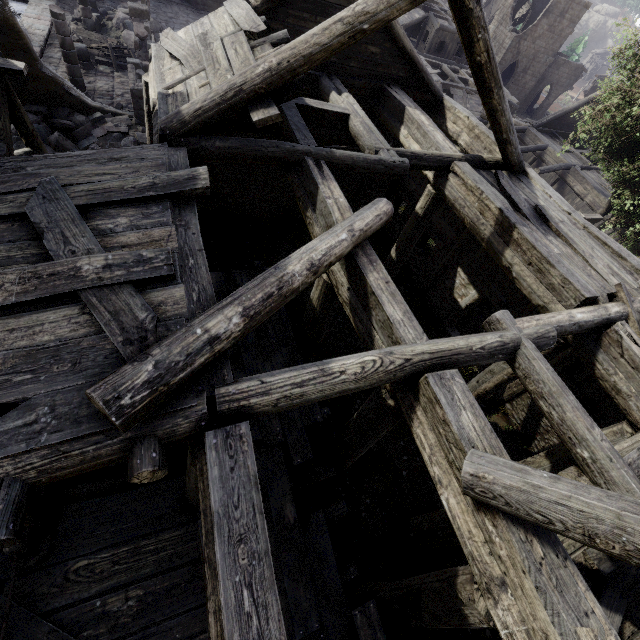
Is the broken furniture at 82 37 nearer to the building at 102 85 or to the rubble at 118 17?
the building at 102 85

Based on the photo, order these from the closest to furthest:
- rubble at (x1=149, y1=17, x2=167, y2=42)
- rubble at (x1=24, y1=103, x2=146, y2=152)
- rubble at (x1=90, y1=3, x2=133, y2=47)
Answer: rubble at (x1=24, y1=103, x2=146, y2=152) < rubble at (x1=90, y1=3, x2=133, y2=47) < rubble at (x1=149, y1=17, x2=167, y2=42)

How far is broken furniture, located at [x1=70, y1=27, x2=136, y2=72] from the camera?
17.3m

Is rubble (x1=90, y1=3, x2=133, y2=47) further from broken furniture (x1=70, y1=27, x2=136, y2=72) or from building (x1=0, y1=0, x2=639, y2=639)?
broken furniture (x1=70, y1=27, x2=136, y2=72)

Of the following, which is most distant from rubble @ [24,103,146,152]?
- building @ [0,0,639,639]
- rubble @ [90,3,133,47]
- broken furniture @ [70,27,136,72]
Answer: rubble @ [90,3,133,47]

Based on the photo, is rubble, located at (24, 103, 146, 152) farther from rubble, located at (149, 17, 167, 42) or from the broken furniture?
rubble, located at (149, 17, 167, 42)

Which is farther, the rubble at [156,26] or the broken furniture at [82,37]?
the rubble at [156,26]

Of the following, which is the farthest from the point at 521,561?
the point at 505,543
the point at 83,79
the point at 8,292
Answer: the point at 83,79
